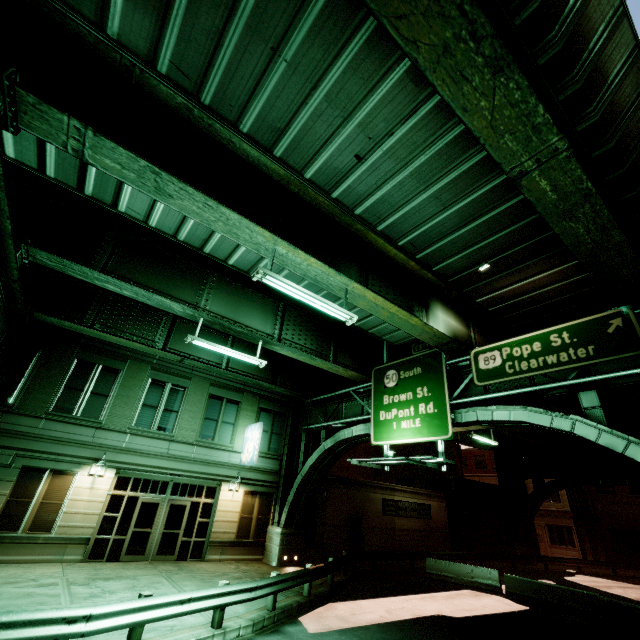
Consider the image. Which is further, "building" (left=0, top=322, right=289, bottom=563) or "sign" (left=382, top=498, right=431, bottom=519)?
"sign" (left=382, top=498, right=431, bottom=519)

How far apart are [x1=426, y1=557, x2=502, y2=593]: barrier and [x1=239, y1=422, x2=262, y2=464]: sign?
12.32m

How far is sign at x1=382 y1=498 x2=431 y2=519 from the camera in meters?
24.9 m

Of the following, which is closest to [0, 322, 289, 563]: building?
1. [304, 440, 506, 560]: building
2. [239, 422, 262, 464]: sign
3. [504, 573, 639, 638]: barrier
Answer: [239, 422, 262, 464]: sign

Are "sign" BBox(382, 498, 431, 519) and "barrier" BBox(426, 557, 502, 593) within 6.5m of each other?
yes

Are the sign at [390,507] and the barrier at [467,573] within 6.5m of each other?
yes

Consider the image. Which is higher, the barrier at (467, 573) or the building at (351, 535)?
the building at (351, 535)

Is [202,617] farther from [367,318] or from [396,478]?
[396,478]
